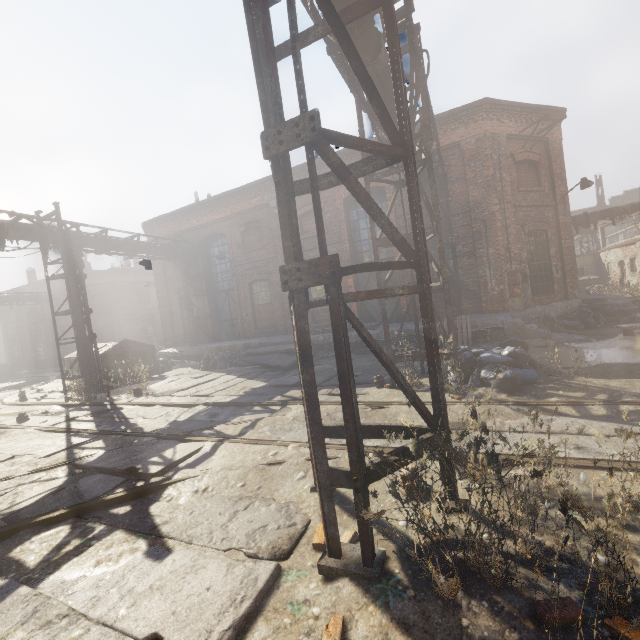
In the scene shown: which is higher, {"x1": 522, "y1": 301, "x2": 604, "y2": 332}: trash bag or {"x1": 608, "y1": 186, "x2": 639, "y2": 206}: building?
{"x1": 608, "y1": 186, "x2": 639, "y2": 206}: building

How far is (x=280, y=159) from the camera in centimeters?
333cm

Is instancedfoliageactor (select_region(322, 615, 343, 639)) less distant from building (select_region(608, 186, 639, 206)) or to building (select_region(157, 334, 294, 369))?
building (select_region(157, 334, 294, 369))

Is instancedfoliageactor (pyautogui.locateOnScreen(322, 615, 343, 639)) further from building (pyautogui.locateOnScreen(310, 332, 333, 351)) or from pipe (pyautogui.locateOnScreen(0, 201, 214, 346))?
building (pyautogui.locateOnScreen(310, 332, 333, 351))

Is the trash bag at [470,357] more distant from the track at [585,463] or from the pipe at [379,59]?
the pipe at [379,59]

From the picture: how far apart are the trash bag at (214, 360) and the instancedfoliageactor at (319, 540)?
11.7m

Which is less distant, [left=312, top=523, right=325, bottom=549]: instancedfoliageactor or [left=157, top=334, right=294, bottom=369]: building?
[left=312, top=523, right=325, bottom=549]: instancedfoliageactor

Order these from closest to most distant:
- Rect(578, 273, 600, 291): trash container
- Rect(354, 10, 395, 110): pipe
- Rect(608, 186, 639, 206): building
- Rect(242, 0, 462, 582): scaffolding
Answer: Rect(242, 0, 462, 582): scaffolding
Rect(354, 10, 395, 110): pipe
Rect(578, 273, 600, 291): trash container
Rect(608, 186, 639, 206): building
